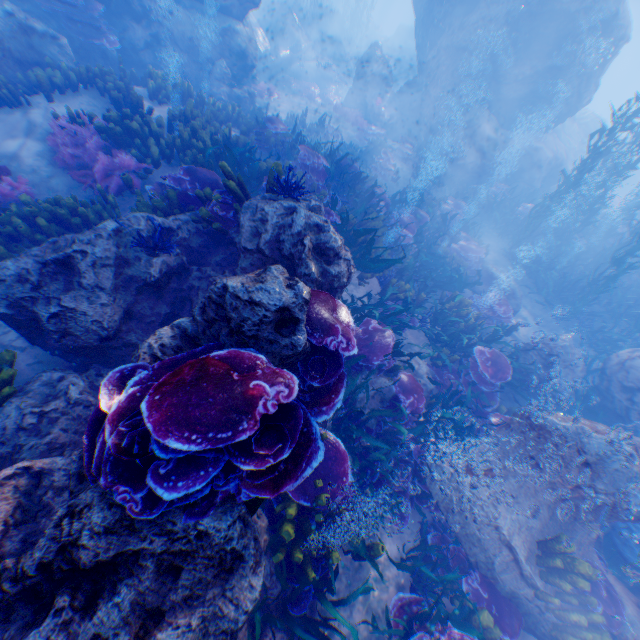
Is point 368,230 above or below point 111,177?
A: above

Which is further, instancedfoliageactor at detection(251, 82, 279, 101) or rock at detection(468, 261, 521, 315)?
instancedfoliageactor at detection(251, 82, 279, 101)

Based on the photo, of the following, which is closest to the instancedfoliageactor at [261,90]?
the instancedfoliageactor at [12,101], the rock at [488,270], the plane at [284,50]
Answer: the plane at [284,50]

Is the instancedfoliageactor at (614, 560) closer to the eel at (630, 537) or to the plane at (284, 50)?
the eel at (630, 537)

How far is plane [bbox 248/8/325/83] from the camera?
20.7 meters

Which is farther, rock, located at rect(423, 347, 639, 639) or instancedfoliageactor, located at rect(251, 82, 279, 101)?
instancedfoliageactor, located at rect(251, 82, 279, 101)

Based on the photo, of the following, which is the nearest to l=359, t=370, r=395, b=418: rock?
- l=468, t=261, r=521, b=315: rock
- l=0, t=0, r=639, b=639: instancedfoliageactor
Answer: l=0, t=0, r=639, b=639: instancedfoliageactor

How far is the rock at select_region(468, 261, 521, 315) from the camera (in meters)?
11.11
